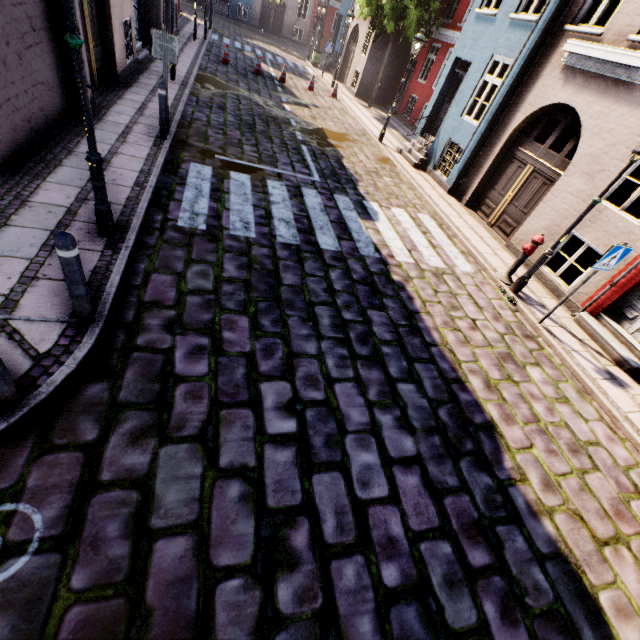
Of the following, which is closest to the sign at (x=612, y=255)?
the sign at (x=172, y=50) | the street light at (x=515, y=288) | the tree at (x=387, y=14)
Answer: the street light at (x=515, y=288)

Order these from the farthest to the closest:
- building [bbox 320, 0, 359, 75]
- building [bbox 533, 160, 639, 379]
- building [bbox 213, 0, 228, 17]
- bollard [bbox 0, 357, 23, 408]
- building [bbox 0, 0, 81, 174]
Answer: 1. building [bbox 213, 0, 228, 17]
2. building [bbox 320, 0, 359, 75]
3. building [bbox 533, 160, 639, 379]
4. building [bbox 0, 0, 81, 174]
5. bollard [bbox 0, 357, 23, 408]

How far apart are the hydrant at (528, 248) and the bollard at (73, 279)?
7.9m

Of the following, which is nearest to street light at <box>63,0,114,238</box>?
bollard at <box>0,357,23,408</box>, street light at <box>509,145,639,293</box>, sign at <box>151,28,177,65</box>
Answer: bollard at <box>0,357,23,408</box>

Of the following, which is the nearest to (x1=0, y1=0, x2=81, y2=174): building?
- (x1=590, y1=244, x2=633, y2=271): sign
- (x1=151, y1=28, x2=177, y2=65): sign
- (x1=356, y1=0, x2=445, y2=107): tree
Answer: (x1=151, y1=28, x2=177, y2=65): sign

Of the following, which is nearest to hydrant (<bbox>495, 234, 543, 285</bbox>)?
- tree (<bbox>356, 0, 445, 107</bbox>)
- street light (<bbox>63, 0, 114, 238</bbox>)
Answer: street light (<bbox>63, 0, 114, 238</bbox>)

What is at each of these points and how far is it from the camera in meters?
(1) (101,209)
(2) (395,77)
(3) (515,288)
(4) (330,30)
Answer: (1) street light, 4.3
(2) building, 20.6
(3) street light, 7.3
(4) building, 35.5

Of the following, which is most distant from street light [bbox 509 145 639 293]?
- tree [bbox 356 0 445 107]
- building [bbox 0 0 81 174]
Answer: tree [bbox 356 0 445 107]
